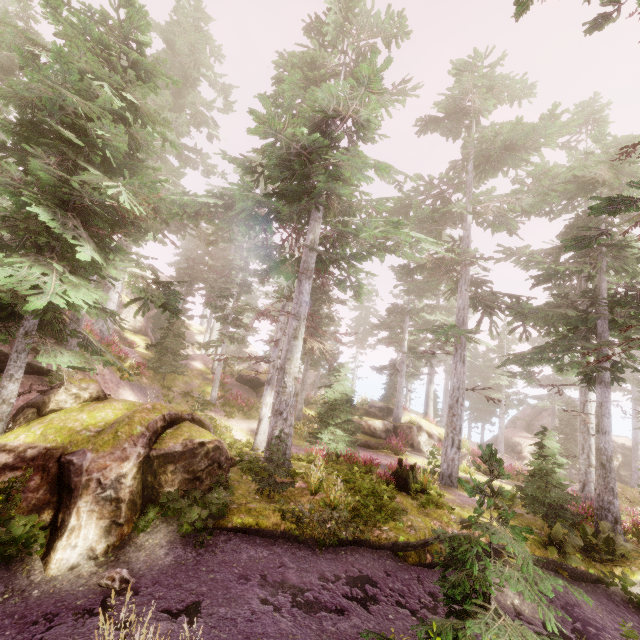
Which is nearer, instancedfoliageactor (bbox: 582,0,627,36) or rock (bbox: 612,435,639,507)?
instancedfoliageactor (bbox: 582,0,627,36)

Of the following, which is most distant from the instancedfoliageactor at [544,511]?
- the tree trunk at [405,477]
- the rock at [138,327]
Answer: the tree trunk at [405,477]

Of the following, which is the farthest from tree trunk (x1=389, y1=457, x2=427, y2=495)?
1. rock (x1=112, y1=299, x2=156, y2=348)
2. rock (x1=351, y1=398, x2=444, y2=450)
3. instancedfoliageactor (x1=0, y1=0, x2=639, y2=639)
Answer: rock (x1=112, y1=299, x2=156, y2=348)

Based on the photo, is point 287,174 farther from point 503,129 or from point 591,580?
point 591,580

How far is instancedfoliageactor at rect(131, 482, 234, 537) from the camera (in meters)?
7.60

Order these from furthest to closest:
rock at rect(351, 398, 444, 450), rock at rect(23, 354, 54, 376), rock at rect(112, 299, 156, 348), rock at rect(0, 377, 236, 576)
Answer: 1. rock at rect(112, 299, 156, 348)
2. rock at rect(351, 398, 444, 450)
3. rock at rect(23, 354, 54, 376)
4. rock at rect(0, 377, 236, 576)

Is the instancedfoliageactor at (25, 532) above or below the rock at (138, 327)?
below

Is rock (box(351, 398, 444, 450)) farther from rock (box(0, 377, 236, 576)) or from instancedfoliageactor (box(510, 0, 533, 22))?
rock (box(0, 377, 236, 576))
